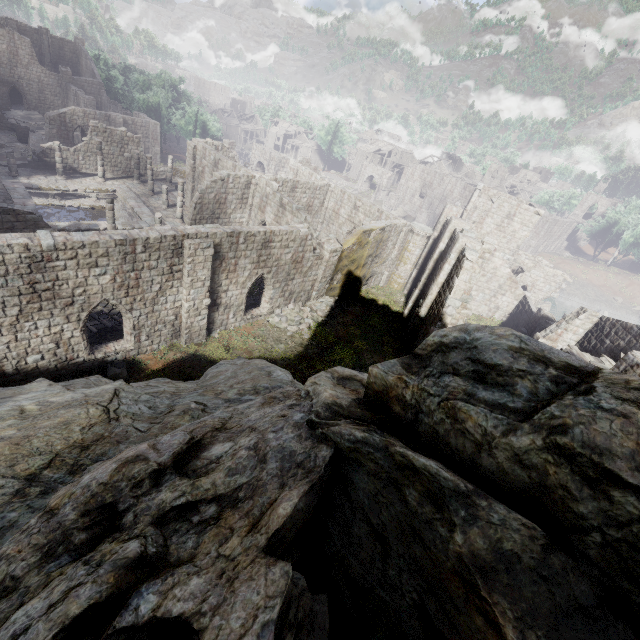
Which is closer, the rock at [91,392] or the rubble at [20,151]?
the rock at [91,392]

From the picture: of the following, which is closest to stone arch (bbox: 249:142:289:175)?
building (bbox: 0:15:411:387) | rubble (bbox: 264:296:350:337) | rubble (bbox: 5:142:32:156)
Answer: building (bbox: 0:15:411:387)

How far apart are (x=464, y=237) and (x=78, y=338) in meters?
20.6 m

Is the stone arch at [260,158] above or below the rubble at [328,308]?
above

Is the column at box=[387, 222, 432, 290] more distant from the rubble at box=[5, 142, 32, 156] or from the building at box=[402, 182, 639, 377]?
the rubble at box=[5, 142, 32, 156]

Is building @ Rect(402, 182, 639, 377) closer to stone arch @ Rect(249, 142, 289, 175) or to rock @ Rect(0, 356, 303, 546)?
rock @ Rect(0, 356, 303, 546)

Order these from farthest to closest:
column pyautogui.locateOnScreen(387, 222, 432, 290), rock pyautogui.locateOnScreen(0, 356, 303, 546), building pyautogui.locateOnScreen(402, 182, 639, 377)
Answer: column pyautogui.locateOnScreen(387, 222, 432, 290)
building pyautogui.locateOnScreen(402, 182, 639, 377)
rock pyautogui.locateOnScreen(0, 356, 303, 546)

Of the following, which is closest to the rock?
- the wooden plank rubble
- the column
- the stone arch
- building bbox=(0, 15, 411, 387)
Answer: building bbox=(0, 15, 411, 387)
